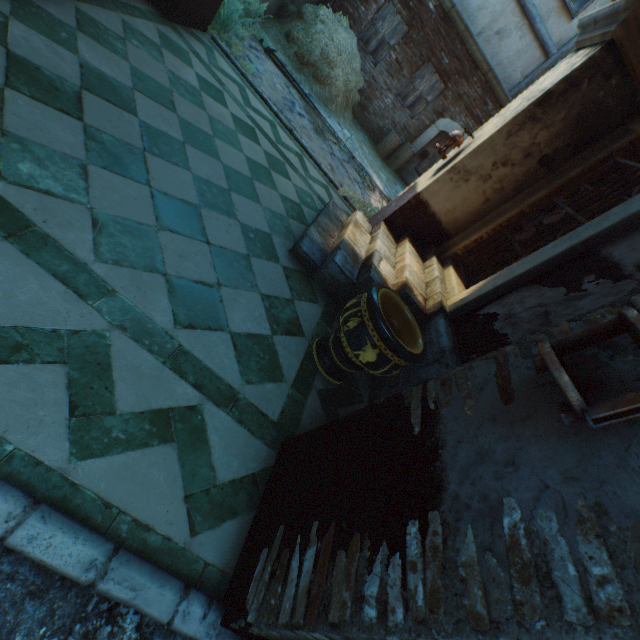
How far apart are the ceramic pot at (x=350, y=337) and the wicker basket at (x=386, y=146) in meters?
9.6 m

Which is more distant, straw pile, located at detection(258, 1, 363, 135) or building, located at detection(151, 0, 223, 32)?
straw pile, located at detection(258, 1, 363, 135)

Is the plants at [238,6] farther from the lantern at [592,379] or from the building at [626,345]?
the lantern at [592,379]

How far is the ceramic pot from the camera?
2.56m

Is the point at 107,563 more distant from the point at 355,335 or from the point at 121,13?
the point at 121,13

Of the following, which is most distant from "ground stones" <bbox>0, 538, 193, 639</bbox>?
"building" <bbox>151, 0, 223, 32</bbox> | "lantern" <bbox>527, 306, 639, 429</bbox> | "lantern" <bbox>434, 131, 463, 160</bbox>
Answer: "lantern" <bbox>434, 131, 463, 160</bbox>

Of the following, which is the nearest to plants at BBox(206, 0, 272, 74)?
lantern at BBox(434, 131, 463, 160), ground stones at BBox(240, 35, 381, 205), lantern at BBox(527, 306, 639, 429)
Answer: ground stones at BBox(240, 35, 381, 205)

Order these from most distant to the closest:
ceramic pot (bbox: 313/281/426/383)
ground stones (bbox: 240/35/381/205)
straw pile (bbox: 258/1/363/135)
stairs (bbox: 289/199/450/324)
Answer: straw pile (bbox: 258/1/363/135)
ground stones (bbox: 240/35/381/205)
stairs (bbox: 289/199/450/324)
ceramic pot (bbox: 313/281/426/383)
